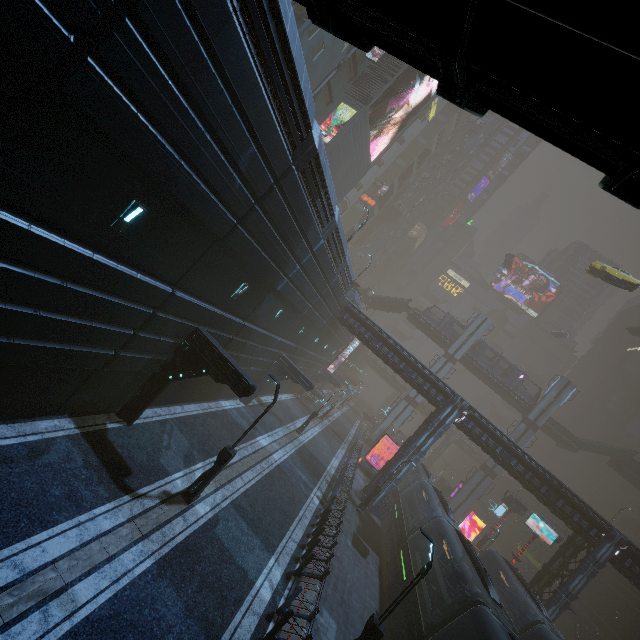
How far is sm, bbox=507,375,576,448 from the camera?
45.62m

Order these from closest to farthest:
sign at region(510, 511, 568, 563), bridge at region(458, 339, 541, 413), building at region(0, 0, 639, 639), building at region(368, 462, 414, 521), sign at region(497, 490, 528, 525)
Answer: building at region(0, 0, 639, 639) → building at region(368, 462, 414, 521) → sign at region(510, 511, 568, 563) → sign at region(497, 490, 528, 525) → bridge at region(458, 339, 541, 413)

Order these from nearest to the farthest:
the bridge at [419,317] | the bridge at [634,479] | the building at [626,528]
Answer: the bridge at [634,479]
the bridge at [419,317]
the building at [626,528]

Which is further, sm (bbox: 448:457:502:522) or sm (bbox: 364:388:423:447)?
sm (bbox: 364:388:423:447)

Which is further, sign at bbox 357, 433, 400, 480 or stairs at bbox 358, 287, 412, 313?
stairs at bbox 358, 287, 412, 313

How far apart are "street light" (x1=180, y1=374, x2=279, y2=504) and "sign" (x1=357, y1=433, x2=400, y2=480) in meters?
25.0 m

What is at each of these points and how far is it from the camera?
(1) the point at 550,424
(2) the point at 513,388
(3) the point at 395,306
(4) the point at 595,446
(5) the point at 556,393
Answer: (1) bridge, 46.6 meters
(2) bridge, 48.2 meters
(3) stairs, 54.3 meters
(4) stairs, 45.4 meters
(5) sm, 46.0 meters

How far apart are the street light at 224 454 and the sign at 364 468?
25.0 meters
